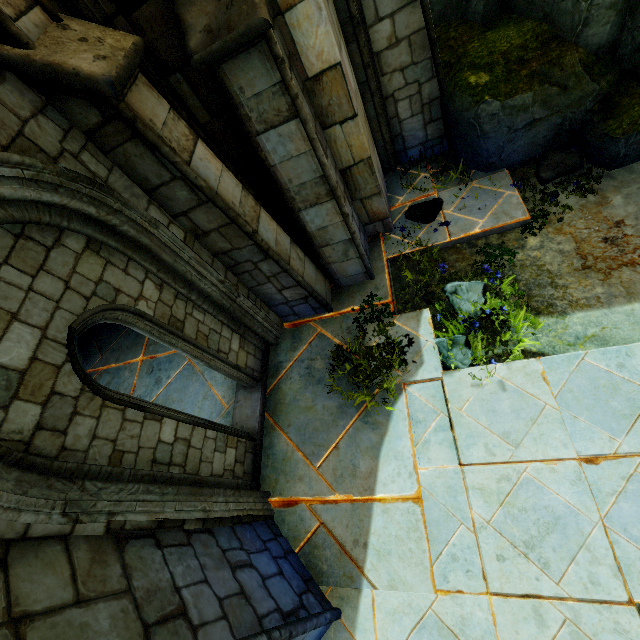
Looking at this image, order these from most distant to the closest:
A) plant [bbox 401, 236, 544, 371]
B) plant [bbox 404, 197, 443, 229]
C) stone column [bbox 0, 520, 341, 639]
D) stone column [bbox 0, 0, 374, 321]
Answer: plant [bbox 404, 197, 443, 229]
plant [bbox 401, 236, 544, 371]
stone column [bbox 0, 0, 374, 321]
stone column [bbox 0, 520, 341, 639]

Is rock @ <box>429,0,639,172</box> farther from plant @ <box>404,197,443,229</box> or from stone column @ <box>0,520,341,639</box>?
stone column @ <box>0,520,341,639</box>

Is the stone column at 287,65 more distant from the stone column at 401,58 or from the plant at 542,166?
the plant at 542,166

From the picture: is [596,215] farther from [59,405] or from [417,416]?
[59,405]

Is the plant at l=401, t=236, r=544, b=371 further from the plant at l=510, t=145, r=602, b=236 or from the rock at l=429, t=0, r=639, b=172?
the rock at l=429, t=0, r=639, b=172

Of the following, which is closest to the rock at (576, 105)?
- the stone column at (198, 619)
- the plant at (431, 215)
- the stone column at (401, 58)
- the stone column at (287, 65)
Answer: the stone column at (401, 58)

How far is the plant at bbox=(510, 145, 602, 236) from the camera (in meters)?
4.87

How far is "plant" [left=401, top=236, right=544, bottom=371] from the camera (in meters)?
4.24
